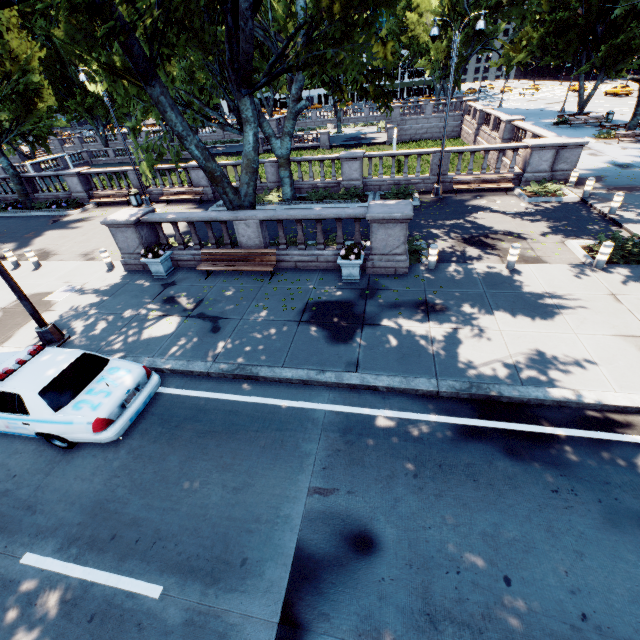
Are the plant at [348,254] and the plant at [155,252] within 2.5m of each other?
no

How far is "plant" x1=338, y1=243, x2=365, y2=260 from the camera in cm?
1015

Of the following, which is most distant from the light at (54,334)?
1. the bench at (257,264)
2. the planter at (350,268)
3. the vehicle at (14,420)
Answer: the planter at (350,268)

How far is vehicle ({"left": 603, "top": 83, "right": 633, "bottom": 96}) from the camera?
48.5m

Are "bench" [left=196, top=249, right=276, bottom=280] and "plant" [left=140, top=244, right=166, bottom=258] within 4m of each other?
yes

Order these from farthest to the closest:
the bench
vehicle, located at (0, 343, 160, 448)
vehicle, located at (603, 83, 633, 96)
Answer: vehicle, located at (603, 83, 633, 96), the bench, vehicle, located at (0, 343, 160, 448)

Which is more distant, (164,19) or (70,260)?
(70,260)

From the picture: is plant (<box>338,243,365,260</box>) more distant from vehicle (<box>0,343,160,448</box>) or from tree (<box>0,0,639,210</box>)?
vehicle (<box>0,343,160,448</box>)
